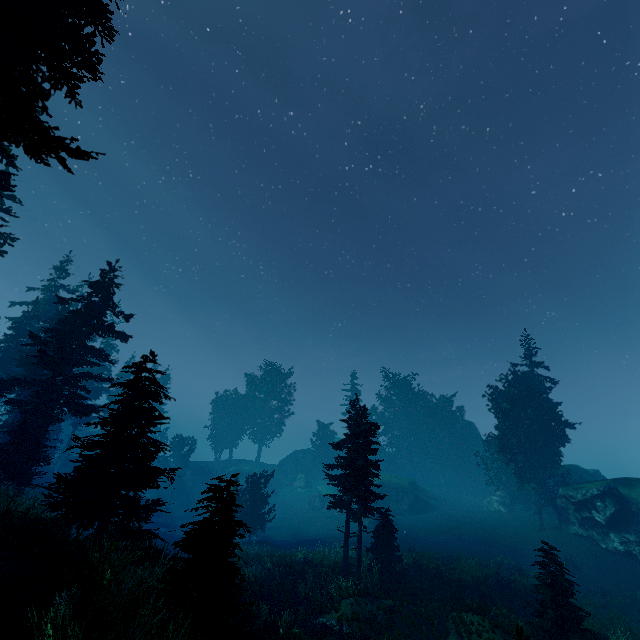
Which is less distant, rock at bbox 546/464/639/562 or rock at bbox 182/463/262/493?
rock at bbox 546/464/639/562

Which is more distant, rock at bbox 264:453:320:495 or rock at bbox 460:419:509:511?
rock at bbox 264:453:320:495

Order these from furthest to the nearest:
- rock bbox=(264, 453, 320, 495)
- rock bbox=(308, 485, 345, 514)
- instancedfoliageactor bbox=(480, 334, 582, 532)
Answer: rock bbox=(264, 453, 320, 495), rock bbox=(308, 485, 345, 514), instancedfoliageactor bbox=(480, 334, 582, 532)

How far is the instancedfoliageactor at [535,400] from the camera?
33.3 meters

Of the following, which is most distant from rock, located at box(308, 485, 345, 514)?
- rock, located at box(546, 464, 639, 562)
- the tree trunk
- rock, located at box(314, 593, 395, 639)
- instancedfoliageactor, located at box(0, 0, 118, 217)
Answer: rock, located at box(314, 593, 395, 639)

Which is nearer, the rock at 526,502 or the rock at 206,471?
the rock at 526,502

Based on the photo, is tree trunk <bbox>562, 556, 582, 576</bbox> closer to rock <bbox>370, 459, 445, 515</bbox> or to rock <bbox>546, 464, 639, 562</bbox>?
rock <bbox>546, 464, 639, 562</bbox>

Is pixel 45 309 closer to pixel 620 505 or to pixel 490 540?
pixel 490 540
